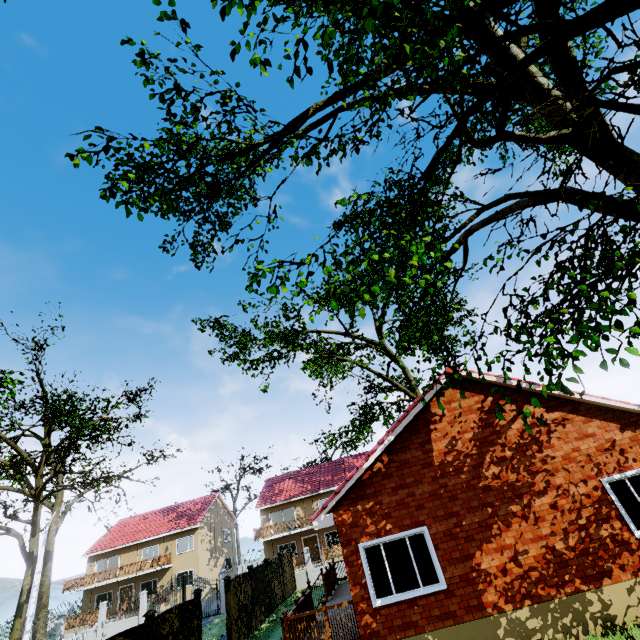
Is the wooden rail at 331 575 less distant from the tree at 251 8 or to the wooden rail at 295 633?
the wooden rail at 295 633

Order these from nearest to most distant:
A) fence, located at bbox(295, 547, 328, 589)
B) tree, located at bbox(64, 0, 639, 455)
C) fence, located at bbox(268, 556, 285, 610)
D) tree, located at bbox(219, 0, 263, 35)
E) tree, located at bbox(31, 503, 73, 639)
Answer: tree, located at bbox(219, 0, 263, 35), tree, located at bbox(64, 0, 639, 455), fence, located at bbox(268, 556, 285, 610), fence, located at bbox(295, 547, 328, 589), tree, located at bbox(31, 503, 73, 639)

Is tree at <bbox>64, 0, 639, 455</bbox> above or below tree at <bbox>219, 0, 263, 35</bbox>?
below

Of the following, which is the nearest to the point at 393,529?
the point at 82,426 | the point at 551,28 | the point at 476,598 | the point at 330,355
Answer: the point at 476,598

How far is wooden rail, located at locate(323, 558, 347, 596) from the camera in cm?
1426

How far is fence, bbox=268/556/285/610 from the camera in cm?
1919

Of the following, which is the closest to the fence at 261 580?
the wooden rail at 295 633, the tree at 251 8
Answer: the tree at 251 8
